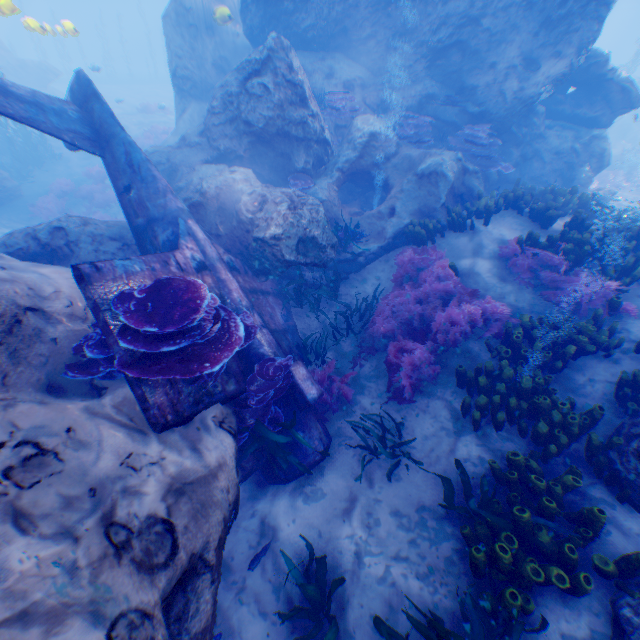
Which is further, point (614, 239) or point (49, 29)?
point (49, 29)

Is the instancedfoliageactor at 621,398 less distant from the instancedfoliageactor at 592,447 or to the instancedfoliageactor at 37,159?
the instancedfoliageactor at 592,447

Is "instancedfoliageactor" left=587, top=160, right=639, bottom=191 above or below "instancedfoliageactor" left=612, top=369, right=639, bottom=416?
below

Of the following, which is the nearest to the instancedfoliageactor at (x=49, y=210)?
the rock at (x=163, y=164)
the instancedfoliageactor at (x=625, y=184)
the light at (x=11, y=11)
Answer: the rock at (x=163, y=164)

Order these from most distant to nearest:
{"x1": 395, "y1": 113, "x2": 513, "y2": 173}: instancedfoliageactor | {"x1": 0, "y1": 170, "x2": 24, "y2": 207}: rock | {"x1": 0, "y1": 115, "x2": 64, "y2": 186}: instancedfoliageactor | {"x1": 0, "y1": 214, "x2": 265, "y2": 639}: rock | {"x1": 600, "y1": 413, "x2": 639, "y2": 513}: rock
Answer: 1. {"x1": 0, "y1": 115, "x2": 64, "y2": 186}: instancedfoliageactor
2. {"x1": 0, "y1": 170, "x2": 24, "y2": 207}: rock
3. {"x1": 395, "y1": 113, "x2": 513, "y2": 173}: instancedfoliageactor
4. {"x1": 600, "y1": 413, "x2": 639, "y2": 513}: rock
5. {"x1": 0, "y1": 214, "x2": 265, "y2": 639}: rock

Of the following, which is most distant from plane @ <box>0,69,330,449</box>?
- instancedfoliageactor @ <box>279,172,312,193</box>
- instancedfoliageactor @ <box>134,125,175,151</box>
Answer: instancedfoliageactor @ <box>134,125,175,151</box>

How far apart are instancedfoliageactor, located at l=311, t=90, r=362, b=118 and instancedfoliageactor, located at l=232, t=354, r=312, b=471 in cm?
927

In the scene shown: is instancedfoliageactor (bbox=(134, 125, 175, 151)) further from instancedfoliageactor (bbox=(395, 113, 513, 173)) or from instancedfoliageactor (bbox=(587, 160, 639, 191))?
instancedfoliageactor (bbox=(587, 160, 639, 191))
